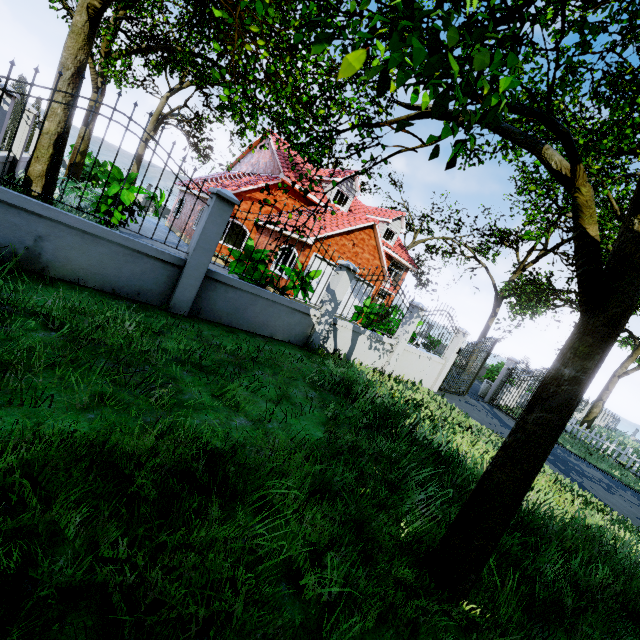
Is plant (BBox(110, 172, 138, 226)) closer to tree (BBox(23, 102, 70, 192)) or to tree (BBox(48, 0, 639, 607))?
tree (BBox(48, 0, 639, 607))

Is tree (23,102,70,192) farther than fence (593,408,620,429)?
No

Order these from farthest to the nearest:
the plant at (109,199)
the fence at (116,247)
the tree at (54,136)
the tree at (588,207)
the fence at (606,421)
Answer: the fence at (606,421) < the plant at (109,199) < the tree at (54,136) < the fence at (116,247) < the tree at (588,207)

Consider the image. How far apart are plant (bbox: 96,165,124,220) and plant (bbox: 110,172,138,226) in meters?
0.4 m

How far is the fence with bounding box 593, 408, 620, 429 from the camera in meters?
37.3 m

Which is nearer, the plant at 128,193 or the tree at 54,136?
the tree at 54,136

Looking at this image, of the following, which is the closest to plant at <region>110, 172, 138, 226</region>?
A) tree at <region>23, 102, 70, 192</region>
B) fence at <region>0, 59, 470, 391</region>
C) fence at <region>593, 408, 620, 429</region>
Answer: fence at <region>0, 59, 470, 391</region>

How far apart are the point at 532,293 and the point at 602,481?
14.0m
